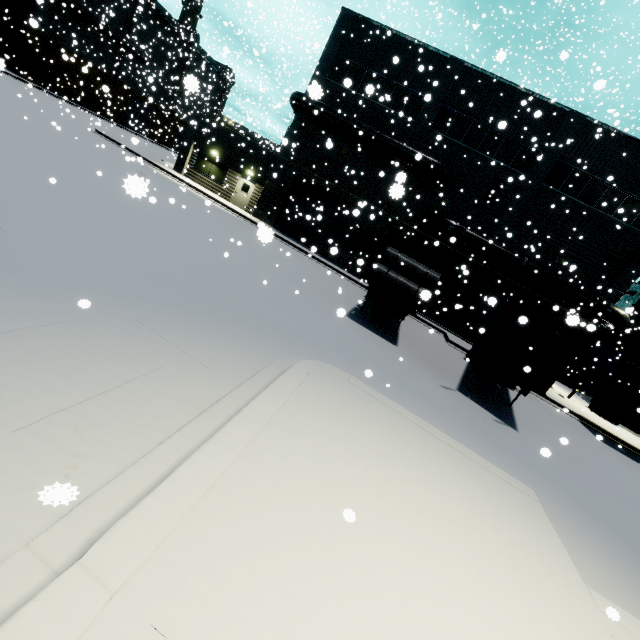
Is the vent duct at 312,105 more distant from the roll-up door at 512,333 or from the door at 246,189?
the door at 246,189

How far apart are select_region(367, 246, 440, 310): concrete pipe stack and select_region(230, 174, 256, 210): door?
14.7 meters

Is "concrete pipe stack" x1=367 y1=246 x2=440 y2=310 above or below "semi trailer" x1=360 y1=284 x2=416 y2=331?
above

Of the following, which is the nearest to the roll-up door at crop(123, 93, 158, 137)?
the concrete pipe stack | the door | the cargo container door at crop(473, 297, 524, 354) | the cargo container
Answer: the door

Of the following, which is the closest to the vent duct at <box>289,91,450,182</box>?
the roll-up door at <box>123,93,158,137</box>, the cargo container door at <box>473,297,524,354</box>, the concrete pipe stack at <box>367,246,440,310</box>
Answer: the cargo container door at <box>473,297,524,354</box>

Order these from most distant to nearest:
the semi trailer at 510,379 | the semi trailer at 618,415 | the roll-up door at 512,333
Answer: the roll-up door at 512,333, the semi trailer at 618,415, the semi trailer at 510,379

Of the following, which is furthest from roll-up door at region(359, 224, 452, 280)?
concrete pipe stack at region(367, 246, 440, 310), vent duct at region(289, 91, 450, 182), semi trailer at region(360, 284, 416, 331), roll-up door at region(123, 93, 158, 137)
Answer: roll-up door at region(123, 93, 158, 137)

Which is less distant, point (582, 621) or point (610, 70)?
point (582, 621)
